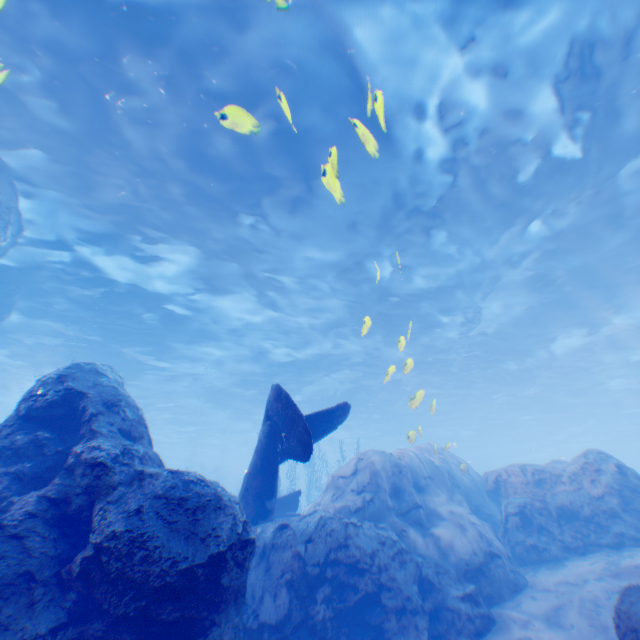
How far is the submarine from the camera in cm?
5164

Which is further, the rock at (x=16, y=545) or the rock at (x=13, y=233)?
the rock at (x=13, y=233)

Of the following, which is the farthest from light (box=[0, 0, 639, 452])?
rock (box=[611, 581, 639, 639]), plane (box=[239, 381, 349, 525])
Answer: rock (box=[611, 581, 639, 639])

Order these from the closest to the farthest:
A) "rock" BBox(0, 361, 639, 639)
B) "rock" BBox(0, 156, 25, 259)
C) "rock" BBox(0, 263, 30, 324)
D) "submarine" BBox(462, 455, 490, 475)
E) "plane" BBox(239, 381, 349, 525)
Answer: "rock" BBox(0, 361, 639, 639)
"plane" BBox(239, 381, 349, 525)
"rock" BBox(0, 156, 25, 259)
"rock" BBox(0, 263, 30, 324)
"submarine" BBox(462, 455, 490, 475)

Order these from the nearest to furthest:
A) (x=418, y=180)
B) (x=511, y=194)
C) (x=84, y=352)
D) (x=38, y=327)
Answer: (x=418, y=180), (x=511, y=194), (x=38, y=327), (x=84, y=352)

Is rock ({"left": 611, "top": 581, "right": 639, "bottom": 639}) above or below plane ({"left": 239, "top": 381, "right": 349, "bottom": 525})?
below

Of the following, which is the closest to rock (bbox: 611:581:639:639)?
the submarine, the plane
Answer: the plane

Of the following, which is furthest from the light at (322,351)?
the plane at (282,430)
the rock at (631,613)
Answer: the rock at (631,613)
